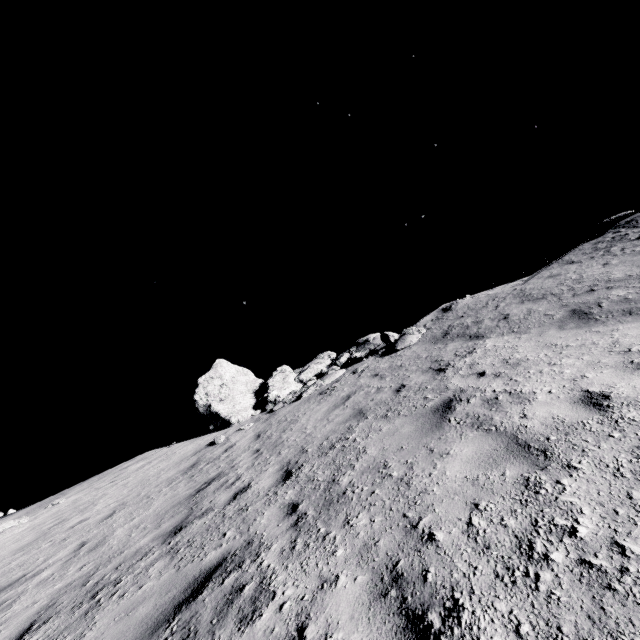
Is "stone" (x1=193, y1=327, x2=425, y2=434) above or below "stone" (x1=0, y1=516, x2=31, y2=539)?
above

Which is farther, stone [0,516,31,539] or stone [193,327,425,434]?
stone [193,327,425,434]

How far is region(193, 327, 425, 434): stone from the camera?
12.6 meters

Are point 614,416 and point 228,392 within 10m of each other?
no

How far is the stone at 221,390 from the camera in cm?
1256

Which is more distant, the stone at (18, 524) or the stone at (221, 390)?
the stone at (221, 390)
